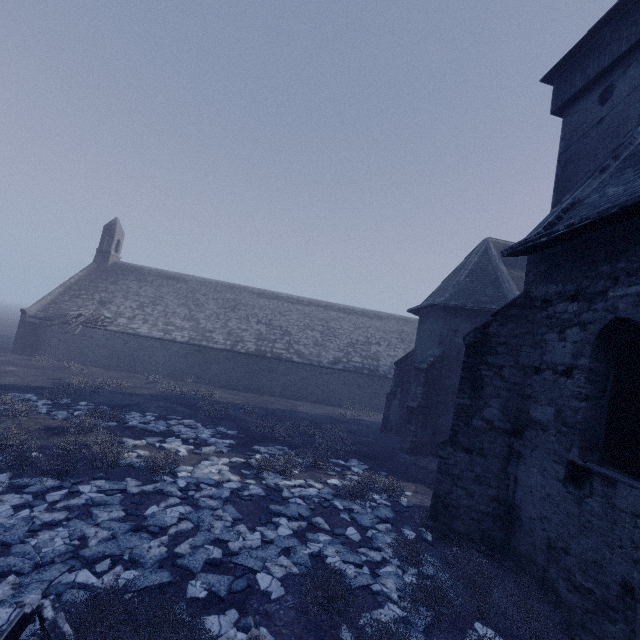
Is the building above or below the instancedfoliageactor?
above

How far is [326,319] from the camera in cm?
3078

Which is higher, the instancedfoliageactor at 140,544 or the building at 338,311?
the building at 338,311

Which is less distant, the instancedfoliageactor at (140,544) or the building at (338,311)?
the instancedfoliageactor at (140,544)

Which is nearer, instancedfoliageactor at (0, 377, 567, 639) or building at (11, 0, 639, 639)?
instancedfoliageactor at (0, 377, 567, 639)
